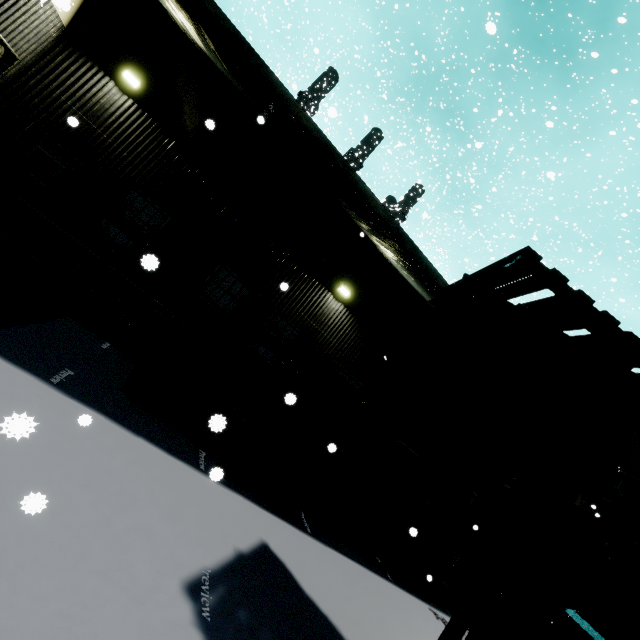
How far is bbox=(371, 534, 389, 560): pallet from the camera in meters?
7.8

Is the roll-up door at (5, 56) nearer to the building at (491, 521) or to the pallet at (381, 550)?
the building at (491, 521)

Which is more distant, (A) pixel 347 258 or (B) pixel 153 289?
(A) pixel 347 258

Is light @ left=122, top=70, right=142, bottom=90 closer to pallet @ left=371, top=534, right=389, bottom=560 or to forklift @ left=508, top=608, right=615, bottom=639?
forklift @ left=508, top=608, right=615, bottom=639

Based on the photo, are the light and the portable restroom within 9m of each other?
no

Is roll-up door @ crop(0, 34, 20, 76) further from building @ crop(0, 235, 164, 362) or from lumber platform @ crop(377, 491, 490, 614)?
lumber platform @ crop(377, 491, 490, 614)

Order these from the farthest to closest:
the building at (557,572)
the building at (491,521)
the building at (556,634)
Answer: the building at (491,521)
the building at (556,634)
the building at (557,572)

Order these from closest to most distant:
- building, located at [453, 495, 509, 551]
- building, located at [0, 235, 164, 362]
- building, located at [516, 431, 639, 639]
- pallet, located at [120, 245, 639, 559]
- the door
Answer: pallet, located at [120, 245, 639, 559], building, located at [0, 235, 164, 362], the door, building, located at [516, 431, 639, 639], building, located at [453, 495, 509, 551]
